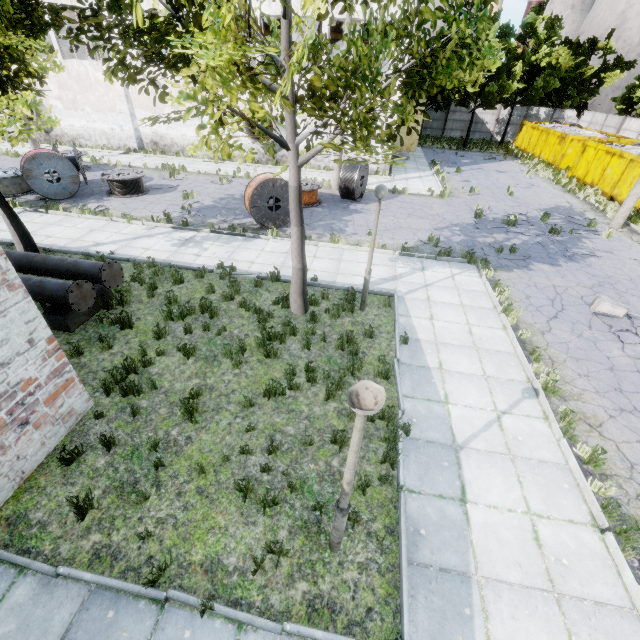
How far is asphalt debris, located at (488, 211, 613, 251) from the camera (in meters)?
14.17

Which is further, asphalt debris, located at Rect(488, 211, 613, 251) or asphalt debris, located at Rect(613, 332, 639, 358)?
asphalt debris, located at Rect(488, 211, 613, 251)

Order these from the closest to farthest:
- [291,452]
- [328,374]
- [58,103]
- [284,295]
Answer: [291,452] < [328,374] < [284,295] < [58,103]

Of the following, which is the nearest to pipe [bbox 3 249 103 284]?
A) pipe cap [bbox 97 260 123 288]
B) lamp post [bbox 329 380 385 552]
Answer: pipe cap [bbox 97 260 123 288]

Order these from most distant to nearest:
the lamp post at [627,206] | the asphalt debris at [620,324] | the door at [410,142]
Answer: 1. the door at [410,142]
2. the lamp post at [627,206]
3. the asphalt debris at [620,324]

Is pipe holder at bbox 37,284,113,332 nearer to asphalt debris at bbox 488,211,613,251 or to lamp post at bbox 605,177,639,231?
asphalt debris at bbox 488,211,613,251

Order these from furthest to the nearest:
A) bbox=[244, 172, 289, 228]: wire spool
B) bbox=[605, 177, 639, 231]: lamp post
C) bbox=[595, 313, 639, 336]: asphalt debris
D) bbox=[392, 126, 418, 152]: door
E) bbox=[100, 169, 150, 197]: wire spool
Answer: bbox=[392, 126, 418, 152]: door < bbox=[100, 169, 150, 197]: wire spool < bbox=[605, 177, 639, 231]: lamp post < bbox=[244, 172, 289, 228]: wire spool < bbox=[595, 313, 639, 336]: asphalt debris

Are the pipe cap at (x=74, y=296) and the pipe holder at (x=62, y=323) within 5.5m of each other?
yes
